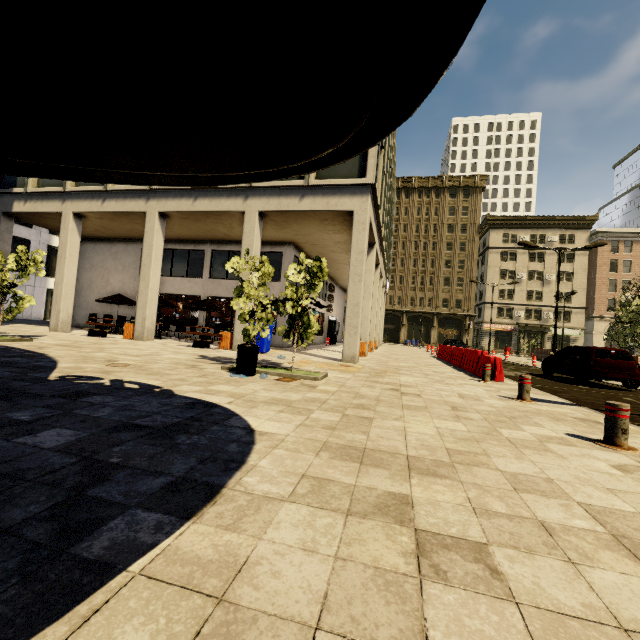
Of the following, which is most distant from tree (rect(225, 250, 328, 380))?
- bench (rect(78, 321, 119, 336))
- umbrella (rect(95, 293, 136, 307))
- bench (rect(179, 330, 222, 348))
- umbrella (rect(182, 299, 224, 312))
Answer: umbrella (rect(95, 293, 136, 307))

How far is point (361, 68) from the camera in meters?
1.6

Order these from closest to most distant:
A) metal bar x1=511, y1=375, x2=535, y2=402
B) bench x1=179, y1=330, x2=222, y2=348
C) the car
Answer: metal bar x1=511, y1=375, x2=535, y2=402 < the car < bench x1=179, y1=330, x2=222, y2=348

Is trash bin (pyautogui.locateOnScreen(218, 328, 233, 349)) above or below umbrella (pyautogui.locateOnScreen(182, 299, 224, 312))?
below

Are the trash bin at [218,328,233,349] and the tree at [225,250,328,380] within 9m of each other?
yes

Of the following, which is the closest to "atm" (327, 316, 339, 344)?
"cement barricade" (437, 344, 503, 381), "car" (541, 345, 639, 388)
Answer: "cement barricade" (437, 344, 503, 381)

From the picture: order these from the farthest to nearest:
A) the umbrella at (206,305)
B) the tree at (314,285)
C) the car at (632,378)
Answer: the umbrella at (206,305), the car at (632,378), the tree at (314,285)

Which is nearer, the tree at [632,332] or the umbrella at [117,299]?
the umbrella at [117,299]
